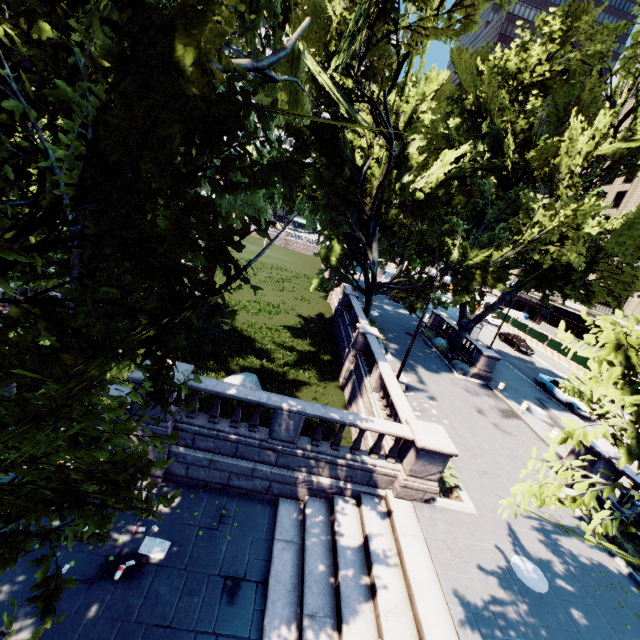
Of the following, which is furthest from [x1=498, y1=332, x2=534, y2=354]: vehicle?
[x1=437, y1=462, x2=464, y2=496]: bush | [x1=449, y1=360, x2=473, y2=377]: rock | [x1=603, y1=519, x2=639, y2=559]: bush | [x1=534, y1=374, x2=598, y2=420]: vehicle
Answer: [x1=437, y1=462, x2=464, y2=496]: bush

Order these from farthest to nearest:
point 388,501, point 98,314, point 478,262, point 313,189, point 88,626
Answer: point 313,189 < point 478,262 < point 388,501 < point 88,626 < point 98,314

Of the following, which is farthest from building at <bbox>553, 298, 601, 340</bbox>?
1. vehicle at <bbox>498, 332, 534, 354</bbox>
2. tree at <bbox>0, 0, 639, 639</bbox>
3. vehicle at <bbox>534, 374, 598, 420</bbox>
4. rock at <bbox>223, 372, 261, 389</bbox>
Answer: rock at <bbox>223, 372, 261, 389</bbox>

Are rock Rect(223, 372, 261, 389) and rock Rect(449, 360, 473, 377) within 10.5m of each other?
no

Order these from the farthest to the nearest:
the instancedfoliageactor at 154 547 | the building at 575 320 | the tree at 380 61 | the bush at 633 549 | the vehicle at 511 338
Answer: the building at 575 320 < the vehicle at 511 338 < the bush at 633 549 < the instancedfoliageactor at 154 547 < the tree at 380 61

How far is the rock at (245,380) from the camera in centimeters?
1742cm

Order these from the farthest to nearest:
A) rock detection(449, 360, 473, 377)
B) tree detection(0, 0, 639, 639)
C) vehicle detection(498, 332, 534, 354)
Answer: vehicle detection(498, 332, 534, 354) → rock detection(449, 360, 473, 377) → tree detection(0, 0, 639, 639)

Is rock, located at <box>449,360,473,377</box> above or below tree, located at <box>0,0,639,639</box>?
below
